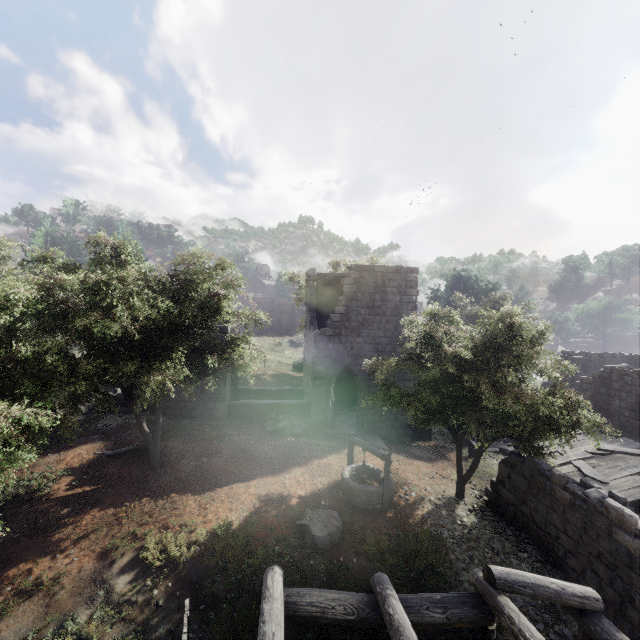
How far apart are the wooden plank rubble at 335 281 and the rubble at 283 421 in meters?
7.5 m

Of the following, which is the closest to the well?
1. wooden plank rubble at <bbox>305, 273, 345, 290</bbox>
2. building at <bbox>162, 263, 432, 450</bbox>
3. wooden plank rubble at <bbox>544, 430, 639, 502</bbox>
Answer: building at <bbox>162, 263, 432, 450</bbox>

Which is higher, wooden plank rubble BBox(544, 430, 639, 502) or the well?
wooden plank rubble BBox(544, 430, 639, 502)

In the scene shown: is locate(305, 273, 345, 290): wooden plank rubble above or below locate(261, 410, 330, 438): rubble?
above

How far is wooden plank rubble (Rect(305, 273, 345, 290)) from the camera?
18.58m

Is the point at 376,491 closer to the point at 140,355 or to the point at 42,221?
the point at 140,355

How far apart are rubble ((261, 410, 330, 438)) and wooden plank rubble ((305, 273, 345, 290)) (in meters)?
7.54

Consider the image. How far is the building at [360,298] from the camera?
18.0m
